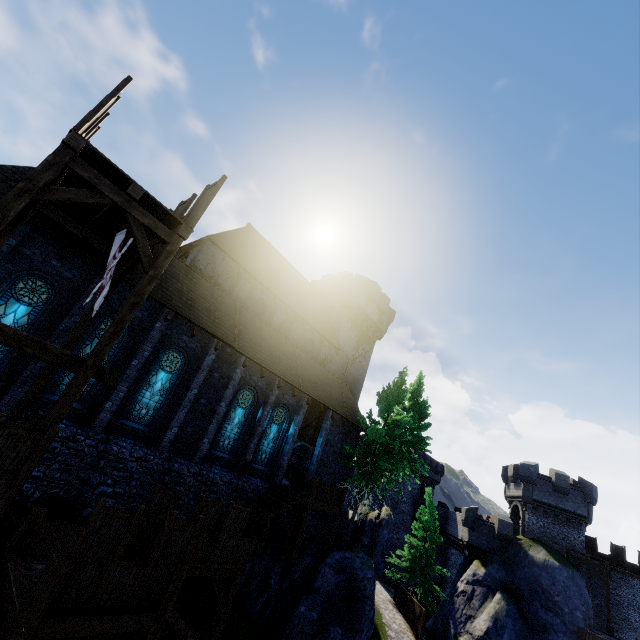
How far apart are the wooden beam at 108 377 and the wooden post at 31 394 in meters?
3.3 m

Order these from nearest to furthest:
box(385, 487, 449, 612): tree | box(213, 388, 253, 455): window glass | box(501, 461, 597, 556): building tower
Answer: box(213, 388, 253, 455): window glass < box(385, 487, 449, 612): tree < box(501, 461, 597, 556): building tower

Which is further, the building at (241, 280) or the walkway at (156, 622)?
the building at (241, 280)

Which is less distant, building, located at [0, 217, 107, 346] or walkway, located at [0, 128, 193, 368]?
walkway, located at [0, 128, 193, 368]

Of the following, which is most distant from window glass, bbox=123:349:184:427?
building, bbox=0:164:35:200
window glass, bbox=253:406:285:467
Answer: window glass, bbox=253:406:285:467

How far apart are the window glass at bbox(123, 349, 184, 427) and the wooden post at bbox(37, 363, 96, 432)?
7.74m

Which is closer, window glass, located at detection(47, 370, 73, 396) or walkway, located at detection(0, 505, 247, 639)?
walkway, located at detection(0, 505, 247, 639)

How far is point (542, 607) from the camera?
25.6 meters
